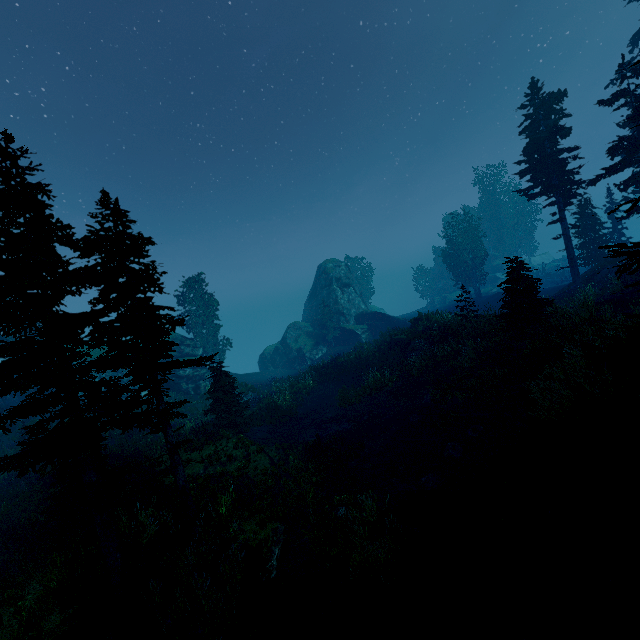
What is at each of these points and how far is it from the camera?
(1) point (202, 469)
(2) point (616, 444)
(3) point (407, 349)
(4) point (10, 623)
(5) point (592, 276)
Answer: (1) rock, 14.6m
(2) rock, 6.3m
(3) rock, 24.3m
(4) rock, 7.4m
(5) rock, 27.8m

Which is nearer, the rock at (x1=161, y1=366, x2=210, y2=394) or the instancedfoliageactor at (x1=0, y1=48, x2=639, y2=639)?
the instancedfoliageactor at (x1=0, y1=48, x2=639, y2=639)

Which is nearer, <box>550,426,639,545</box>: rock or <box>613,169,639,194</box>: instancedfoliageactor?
<box>550,426,639,545</box>: rock

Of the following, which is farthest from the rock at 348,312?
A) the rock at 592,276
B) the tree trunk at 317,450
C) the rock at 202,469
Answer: the tree trunk at 317,450

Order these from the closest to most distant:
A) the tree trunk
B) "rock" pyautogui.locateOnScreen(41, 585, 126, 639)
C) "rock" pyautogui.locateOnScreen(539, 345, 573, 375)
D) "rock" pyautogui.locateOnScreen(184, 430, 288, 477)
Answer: "rock" pyautogui.locateOnScreen(41, 585, 126, 639) < "rock" pyautogui.locateOnScreen(539, 345, 573, 375) < "rock" pyautogui.locateOnScreen(184, 430, 288, 477) < the tree trunk

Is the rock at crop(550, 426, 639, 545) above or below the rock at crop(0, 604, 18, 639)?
above

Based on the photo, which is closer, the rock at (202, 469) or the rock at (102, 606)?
the rock at (102, 606)

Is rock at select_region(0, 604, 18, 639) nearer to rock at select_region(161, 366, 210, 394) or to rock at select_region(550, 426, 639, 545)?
rock at select_region(550, 426, 639, 545)
